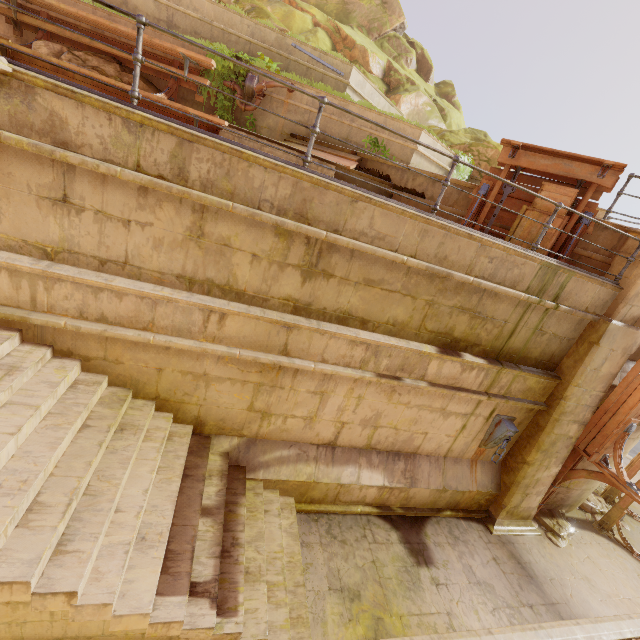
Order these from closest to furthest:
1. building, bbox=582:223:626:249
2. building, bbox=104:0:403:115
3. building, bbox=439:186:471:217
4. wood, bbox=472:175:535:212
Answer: building, bbox=582:223:626:249 < wood, bbox=472:175:535:212 < building, bbox=439:186:471:217 < building, bbox=104:0:403:115

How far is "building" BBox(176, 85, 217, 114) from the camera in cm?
1010

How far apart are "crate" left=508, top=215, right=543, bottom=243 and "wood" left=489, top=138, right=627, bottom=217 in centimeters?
3cm

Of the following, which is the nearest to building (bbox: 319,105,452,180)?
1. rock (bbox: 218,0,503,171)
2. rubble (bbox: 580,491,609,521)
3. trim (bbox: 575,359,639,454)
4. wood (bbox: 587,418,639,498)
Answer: rock (bbox: 218,0,503,171)

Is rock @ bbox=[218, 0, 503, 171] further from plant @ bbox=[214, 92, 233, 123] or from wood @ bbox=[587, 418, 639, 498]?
wood @ bbox=[587, 418, 639, 498]

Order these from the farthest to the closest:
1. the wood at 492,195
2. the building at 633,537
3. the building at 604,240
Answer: the building at 633,537 → the wood at 492,195 → the building at 604,240

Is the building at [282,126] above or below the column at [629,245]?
above

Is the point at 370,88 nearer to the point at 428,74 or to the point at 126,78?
the point at 126,78
